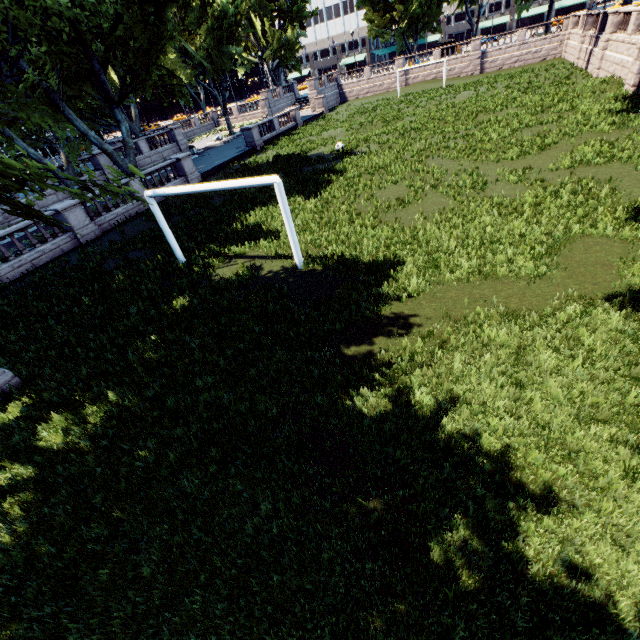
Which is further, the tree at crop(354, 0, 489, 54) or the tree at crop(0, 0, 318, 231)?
the tree at crop(354, 0, 489, 54)

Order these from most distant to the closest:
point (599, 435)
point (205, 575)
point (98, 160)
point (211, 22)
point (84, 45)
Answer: point (211, 22), point (98, 160), point (84, 45), point (599, 435), point (205, 575)

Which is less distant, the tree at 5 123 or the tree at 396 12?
the tree at 5 123
